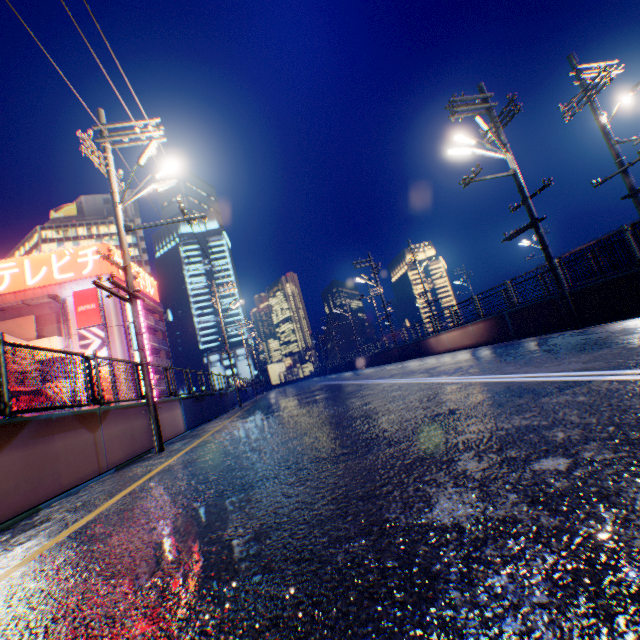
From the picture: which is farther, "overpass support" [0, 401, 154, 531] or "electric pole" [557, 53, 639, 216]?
"electric pole" [557, 53, 639, 216]

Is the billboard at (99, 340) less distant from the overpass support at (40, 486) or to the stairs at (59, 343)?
the stairs at (59, 343)

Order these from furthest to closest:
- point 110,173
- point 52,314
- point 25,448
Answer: point 52,314 < point 110,173 < point 25,448

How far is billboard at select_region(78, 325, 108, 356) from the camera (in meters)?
34.81

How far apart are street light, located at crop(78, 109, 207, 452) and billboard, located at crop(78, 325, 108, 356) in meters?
31.0 m

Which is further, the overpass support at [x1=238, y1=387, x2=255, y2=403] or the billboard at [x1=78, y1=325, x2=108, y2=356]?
the billboard at [x1=78, y1=325, x2=108, y2=356]

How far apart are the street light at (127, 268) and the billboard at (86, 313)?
31.03m
